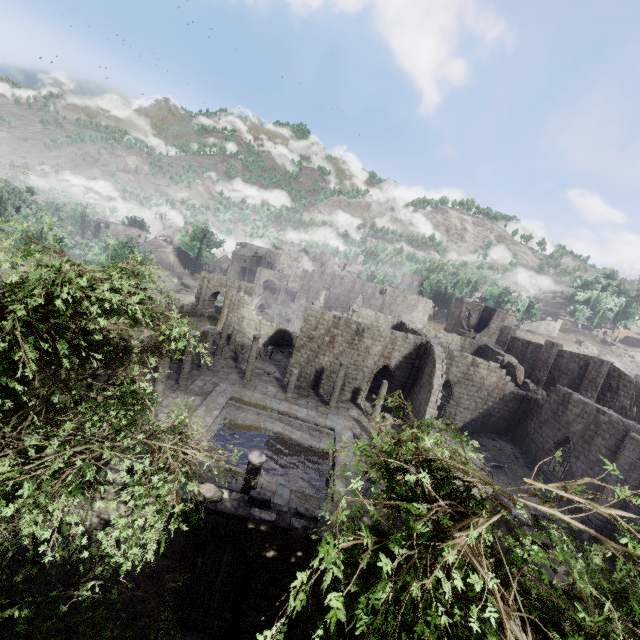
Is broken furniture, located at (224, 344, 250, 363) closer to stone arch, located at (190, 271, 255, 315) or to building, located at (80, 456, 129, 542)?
building, located at (80, 456, 129, 542)

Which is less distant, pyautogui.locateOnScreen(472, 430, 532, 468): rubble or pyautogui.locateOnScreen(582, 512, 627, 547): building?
pyautogui.locateOnScreen(582, 512, 627, 547): building

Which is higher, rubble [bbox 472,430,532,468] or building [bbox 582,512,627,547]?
building [bbox 582,512,627,547]

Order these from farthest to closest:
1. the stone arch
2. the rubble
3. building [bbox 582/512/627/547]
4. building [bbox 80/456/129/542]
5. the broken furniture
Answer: the stone arch < the broken furniture < the rubble < building [bbox 582/512/627/547] < building [bbox 80/456/129/542]

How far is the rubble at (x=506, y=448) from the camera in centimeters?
2434cm

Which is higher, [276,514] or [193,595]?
[276,514]

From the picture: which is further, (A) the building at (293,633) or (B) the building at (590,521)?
(B) the building at (590,521)

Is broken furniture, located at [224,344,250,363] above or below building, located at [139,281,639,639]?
above
